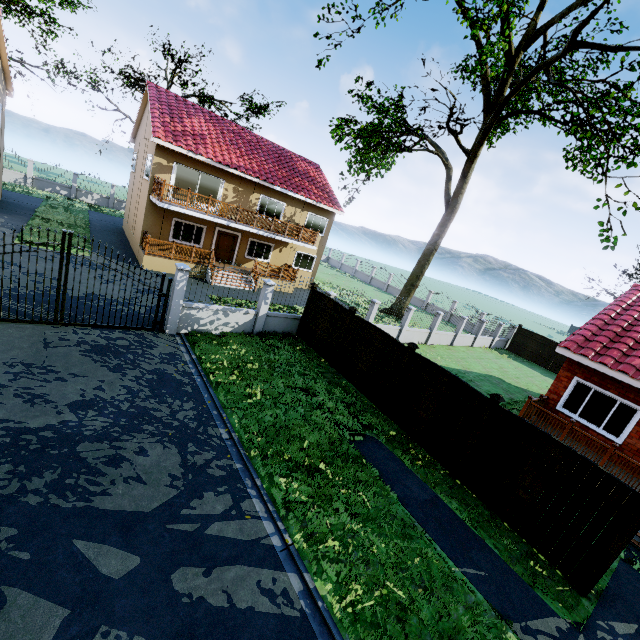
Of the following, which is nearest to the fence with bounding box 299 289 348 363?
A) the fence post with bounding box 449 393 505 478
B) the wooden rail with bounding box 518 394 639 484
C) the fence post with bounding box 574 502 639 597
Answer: the fence post with bounding box 449 393 505 478

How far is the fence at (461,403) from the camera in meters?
8.5

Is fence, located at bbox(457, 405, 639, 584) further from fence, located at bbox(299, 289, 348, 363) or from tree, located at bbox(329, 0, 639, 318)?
tree, located at bbox(329, 0, 639, 318)

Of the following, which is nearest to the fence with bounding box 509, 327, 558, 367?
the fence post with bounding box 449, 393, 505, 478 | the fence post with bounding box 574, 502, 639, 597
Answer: the fence post with bounding box 449, 393, 505, 478

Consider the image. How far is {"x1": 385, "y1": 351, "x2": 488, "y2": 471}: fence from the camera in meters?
8.5

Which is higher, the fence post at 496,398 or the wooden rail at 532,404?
the fence post at 496,398

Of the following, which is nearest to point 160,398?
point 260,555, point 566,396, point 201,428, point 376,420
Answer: point 201,428

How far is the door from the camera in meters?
21.3
